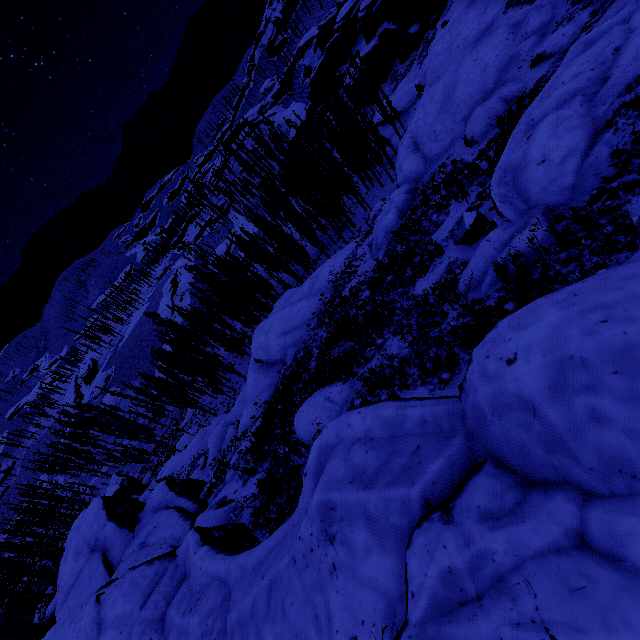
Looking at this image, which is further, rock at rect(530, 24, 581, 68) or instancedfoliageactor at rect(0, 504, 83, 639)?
instancedfoliageactor at rect(0, 504, 83, 639)

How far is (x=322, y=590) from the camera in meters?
4.5 m

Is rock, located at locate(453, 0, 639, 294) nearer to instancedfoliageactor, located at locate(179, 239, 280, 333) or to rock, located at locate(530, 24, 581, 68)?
instancedfoliageactor, located at locate(179, 239, 280, 333)

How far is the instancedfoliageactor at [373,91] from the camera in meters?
31.2 m

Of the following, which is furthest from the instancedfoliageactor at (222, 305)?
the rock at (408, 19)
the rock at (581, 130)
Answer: the rock at (408, 19)

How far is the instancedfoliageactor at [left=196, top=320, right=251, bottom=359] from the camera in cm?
4304
